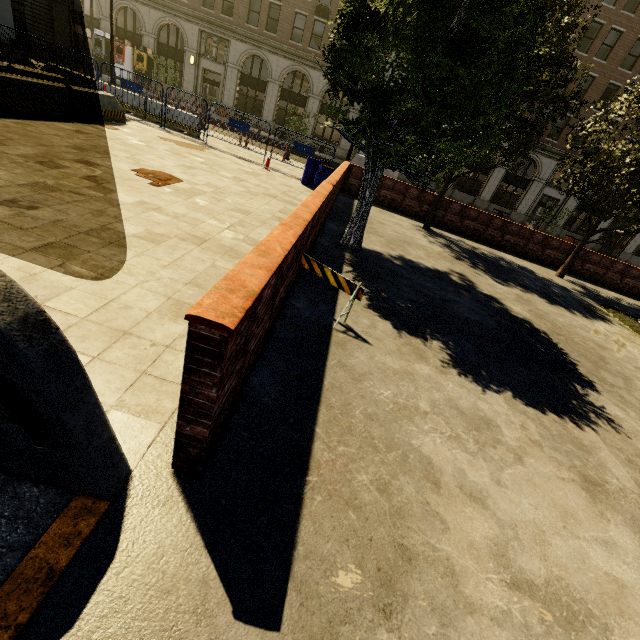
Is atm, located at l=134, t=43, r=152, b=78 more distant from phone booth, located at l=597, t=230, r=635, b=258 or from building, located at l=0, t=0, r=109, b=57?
phone booth, located at l=597, t=230, r=635, b=258

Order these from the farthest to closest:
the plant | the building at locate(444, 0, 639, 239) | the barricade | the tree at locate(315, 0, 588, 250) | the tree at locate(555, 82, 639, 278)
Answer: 1. the building at locate(444, 0, 639, 239)
2. the tree at locate(555, 82, 639, 278)
3. the plant
4. the tree at locate(315, 0, 588, 250)
5. the barricade

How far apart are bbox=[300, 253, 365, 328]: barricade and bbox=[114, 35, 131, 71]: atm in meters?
37.9

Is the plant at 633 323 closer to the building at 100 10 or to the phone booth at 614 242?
the phone booth at 614 242

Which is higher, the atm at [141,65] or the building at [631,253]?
the atm at [141,65]

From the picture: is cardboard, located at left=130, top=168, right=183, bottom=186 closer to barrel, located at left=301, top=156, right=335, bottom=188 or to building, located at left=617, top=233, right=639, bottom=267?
barrel, located at left=301, top=156, right=335, bottom=188

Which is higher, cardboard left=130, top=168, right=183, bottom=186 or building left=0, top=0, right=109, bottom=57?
building left=0, top=0, right=109, bottom=57

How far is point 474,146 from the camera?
7.15m
